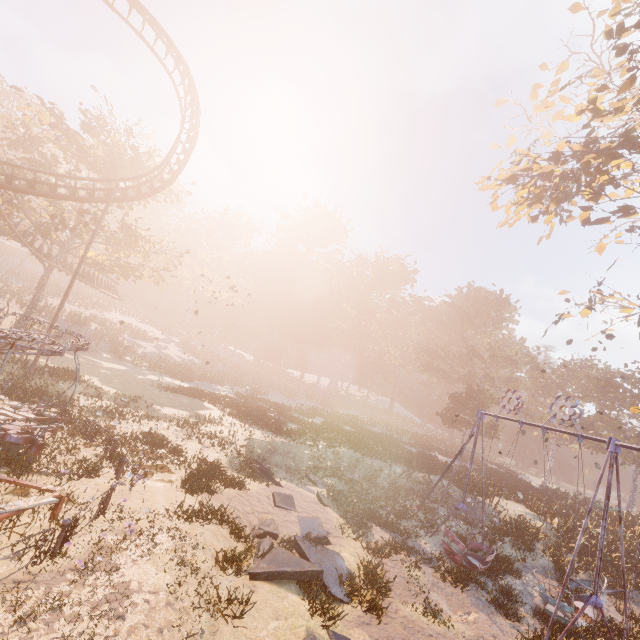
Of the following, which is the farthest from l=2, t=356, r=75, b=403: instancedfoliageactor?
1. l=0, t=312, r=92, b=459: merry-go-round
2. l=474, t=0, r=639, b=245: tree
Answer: l=474, t=0, r=639, b=245: tree

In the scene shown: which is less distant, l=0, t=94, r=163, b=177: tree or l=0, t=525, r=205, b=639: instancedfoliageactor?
l=0, t=525, r=205, b=639: instancedfoliageactor

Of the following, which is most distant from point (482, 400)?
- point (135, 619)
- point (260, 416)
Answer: point (135, 619)

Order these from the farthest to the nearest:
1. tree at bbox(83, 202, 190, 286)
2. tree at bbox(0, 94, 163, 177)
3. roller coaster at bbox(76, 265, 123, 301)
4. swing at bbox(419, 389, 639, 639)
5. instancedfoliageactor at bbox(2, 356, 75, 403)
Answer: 1. roller coaster at bbox(76, 265, 123, 301)
2. tree at bbox(83, 202, 190, 286)
3. tree at bbox(0, 94, 163, 177)
4. instancedfoliageactor at bbox(2, 356, 75, 403)
5. swing at bbox(419, 389, 639, 639)

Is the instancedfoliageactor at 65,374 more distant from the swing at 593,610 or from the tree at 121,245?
the swing at 593,610

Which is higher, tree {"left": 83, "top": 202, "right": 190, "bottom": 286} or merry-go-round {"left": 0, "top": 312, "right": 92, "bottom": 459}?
tree {"left": 83, "top": 202, "right": 190, "bottom": 286}

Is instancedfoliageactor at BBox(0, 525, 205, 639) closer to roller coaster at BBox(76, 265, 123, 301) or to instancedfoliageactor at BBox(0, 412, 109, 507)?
instancedfoliageactor at BBox(0, 412, 109, 507)

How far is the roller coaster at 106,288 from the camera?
31.6 meters
